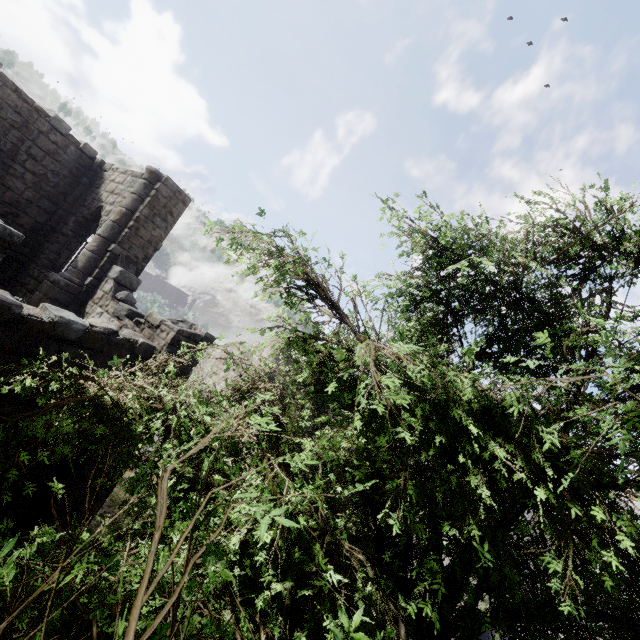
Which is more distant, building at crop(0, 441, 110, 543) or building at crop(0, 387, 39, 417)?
building at crop(0, 441, 110, 543)

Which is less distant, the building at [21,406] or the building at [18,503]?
the building at [21,406]

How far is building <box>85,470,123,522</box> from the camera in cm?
820

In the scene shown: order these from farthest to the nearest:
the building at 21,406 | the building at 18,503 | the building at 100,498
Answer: the building at 100,498 < the building at 18,503 < the building at 21,406

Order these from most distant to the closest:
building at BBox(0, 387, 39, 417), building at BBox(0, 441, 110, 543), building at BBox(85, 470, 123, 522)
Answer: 1. building at BBox(85, 470, 123, 522)
2. building at BBox(0, 441, 110, 543)
3. building at BBox(0, 387, 39, 417)

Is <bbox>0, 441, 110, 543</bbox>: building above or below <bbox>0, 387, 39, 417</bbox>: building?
below

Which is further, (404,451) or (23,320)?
(23,320)
